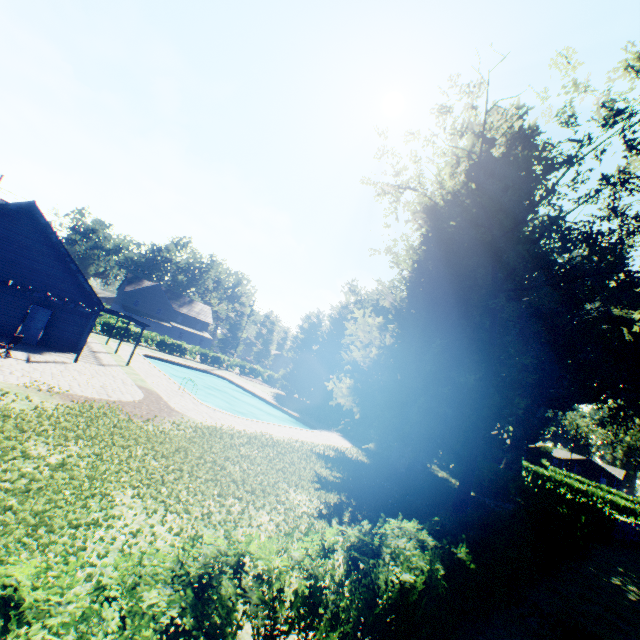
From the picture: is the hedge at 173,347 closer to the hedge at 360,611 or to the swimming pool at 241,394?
the swimming pool at 241,394

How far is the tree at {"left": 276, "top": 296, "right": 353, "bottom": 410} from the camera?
38.0m

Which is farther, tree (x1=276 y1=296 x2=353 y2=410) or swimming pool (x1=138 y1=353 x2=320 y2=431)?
tree (x1=276 y1=296 x2=353 y2=410)

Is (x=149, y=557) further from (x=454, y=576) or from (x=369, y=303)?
(x=369, y=303)

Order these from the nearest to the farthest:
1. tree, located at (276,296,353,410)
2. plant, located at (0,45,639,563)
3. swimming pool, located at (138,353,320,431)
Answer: plant, located at (0,45,639,563) → swimming pool, located at (138,353,320,431) → tree, located at (276,296,353,410)

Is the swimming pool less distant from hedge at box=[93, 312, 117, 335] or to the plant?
the plant

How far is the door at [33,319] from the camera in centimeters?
1891cm

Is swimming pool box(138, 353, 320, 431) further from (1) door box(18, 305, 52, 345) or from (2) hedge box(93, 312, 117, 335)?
(1) door box(18, 305, 52, 345)
